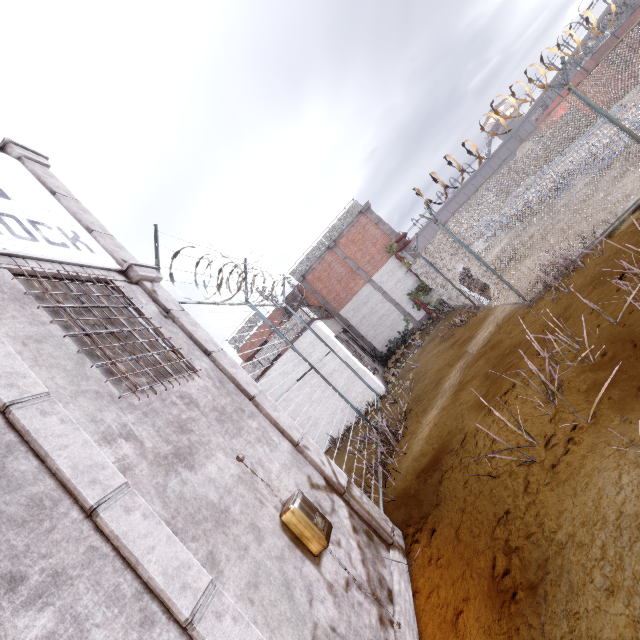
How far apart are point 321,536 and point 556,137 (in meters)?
9.27

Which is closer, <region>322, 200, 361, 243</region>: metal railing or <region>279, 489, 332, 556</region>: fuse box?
<region>279, 489, 332, 556</region>: fuse box

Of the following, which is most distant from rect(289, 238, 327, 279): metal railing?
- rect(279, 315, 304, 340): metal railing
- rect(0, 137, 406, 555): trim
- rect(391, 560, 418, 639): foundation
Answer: rect(391, 560, 418, 639): foundation

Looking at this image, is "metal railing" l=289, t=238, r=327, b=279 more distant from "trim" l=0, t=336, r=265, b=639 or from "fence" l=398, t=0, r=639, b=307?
"trim" l=0, t=336, r=265, b=639

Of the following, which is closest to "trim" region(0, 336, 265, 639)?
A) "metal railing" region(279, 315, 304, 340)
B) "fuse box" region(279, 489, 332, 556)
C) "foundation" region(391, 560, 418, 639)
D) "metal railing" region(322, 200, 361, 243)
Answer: "foundation" region(391, 560, 418, 639)

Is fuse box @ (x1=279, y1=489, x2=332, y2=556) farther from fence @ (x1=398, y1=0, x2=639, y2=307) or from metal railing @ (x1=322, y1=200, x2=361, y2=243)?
metal railing @ (x1=322, y1=200, x2=361, y2=243)

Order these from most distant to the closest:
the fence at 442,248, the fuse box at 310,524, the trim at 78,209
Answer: the fence at 442,248 < the trim at 78,209 < the fuse box at 310,524

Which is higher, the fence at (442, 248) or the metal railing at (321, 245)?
the metal railing at (321, 245)
